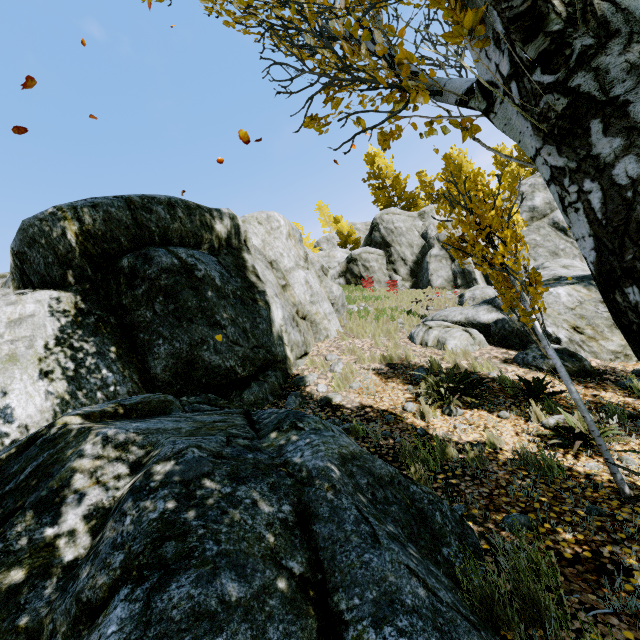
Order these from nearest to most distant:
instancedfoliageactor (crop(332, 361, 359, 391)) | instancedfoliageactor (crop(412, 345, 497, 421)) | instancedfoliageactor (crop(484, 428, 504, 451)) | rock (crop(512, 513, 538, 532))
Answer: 1. rock (crop(512, 513, 538, 532))
2. instancedfoliageactor (crop(484, 428, 504, 451))
3. instancedfoliageactor (crop(412, 345, 497, 421))
4. instancedfoliageactor (crop(332, 361, 359, 391))

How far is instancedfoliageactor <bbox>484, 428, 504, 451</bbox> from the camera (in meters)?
4.19

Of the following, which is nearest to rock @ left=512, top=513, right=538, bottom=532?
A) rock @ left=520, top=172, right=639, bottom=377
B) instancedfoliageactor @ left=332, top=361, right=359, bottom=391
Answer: rock @ left=520, top=172, right=639, bottom=377

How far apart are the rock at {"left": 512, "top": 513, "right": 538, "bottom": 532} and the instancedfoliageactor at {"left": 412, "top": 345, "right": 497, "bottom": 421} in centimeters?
213cm

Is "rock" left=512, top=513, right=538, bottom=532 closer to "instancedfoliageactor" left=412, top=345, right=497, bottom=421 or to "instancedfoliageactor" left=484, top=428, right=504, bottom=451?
"instancedfoliageactor" left=484, top=428, right=504, bottom=451

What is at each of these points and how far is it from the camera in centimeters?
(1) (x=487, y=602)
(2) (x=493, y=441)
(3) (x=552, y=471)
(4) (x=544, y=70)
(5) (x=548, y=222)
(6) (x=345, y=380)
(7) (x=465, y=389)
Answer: (1) instancedfoliageactor, 200cm
(2) instancedfoliageactor, 422cm
(3) instancedfoliageactor, 354cm
(4) instancedfoliageactor, 129cm
(5) rock, 2028cm
(6) instancedfoliageactor, 664cm
(7) instancedfoliageactor, 557cm

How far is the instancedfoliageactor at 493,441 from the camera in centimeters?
419cm

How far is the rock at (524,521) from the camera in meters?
2.7 m
